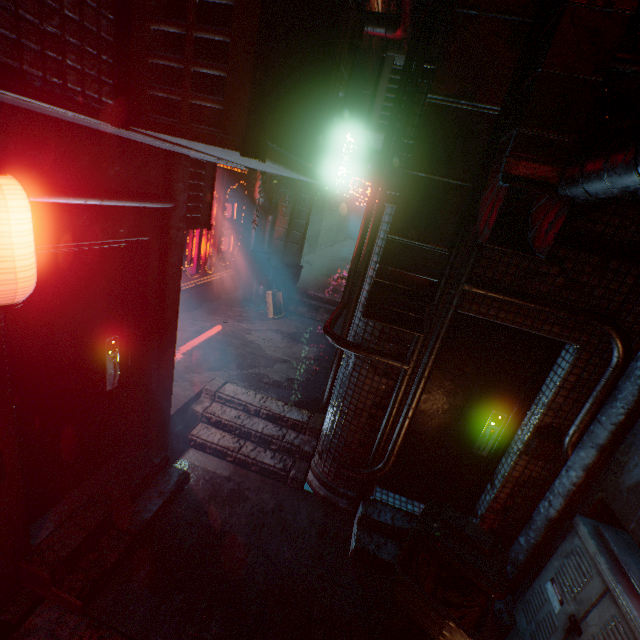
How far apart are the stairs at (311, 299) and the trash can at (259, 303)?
0.41m

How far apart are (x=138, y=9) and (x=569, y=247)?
2.7m

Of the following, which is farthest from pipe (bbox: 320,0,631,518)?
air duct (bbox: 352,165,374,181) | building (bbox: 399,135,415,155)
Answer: air duct (bbox: 352,165,374,181)

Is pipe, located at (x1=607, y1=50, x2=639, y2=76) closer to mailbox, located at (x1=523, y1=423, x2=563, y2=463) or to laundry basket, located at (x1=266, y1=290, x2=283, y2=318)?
mailbox, located at (x1=523, y1=423, x2=563, y2=463)

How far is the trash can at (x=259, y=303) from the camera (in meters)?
6.68

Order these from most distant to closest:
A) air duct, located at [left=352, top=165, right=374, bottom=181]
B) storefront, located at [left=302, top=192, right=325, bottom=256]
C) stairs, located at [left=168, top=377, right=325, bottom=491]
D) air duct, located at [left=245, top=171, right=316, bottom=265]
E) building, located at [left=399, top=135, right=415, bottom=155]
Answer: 1. storefront, located at [left=302, top=192, right=325, bottom=256]
2. air duct, located at [left=352, top=165, right=374, bottom=181]
3. air duct, located at [left=245, top=171, right=316, bottom=265]
4. stairs, located at [left=168, top=377, right=325, bottom=491]
5. building, located at [left=399, top=135, right=415, bottom=155]

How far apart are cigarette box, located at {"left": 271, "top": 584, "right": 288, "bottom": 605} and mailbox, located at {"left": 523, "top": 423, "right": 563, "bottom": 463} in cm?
230

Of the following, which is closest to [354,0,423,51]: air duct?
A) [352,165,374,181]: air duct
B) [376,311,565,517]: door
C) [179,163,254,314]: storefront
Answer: [179,163,254,314]: storefront
